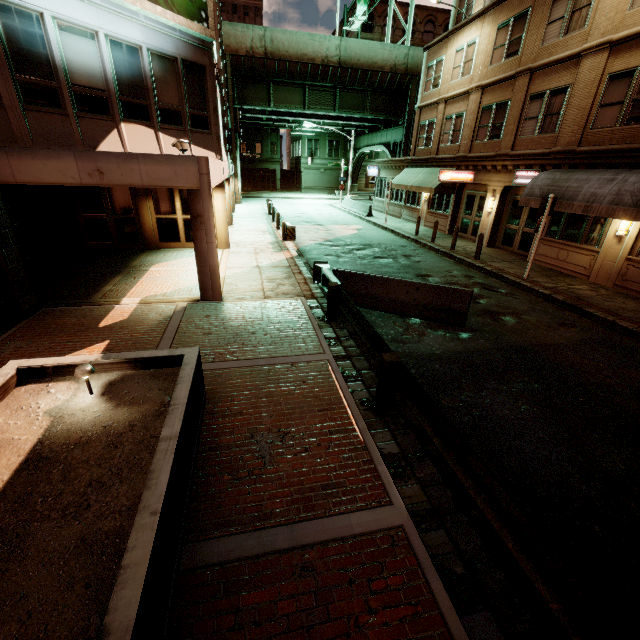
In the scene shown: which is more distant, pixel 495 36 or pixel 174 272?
pixel 495 36

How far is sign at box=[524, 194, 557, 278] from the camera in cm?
1147

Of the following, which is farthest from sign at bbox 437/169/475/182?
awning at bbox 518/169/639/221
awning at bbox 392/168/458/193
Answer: awning at bbox 518/169/639/221

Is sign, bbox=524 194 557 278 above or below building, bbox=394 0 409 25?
below

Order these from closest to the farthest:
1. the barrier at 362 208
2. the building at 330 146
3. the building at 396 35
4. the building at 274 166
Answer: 1. the barrier at 362 208
2. the building at 396 35
3. the building at 274 166
4. the building at 330 146

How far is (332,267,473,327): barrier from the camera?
8.6m

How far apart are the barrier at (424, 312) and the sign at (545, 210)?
5.3m

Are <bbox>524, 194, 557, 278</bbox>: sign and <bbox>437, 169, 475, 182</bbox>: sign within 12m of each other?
yes
